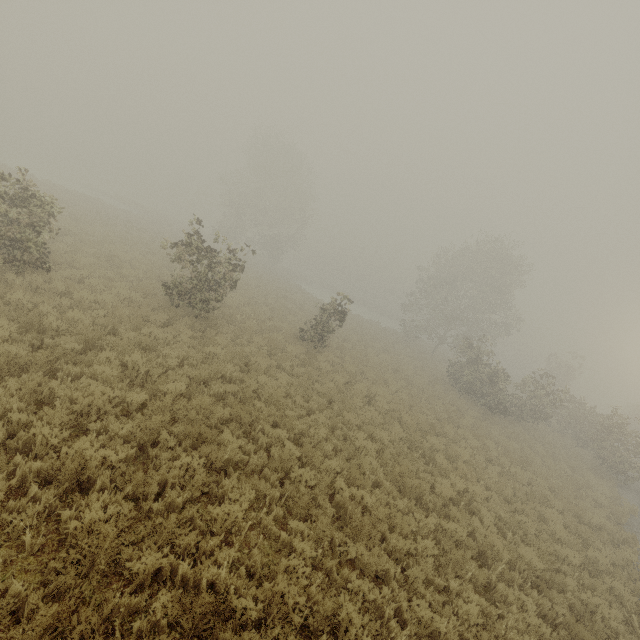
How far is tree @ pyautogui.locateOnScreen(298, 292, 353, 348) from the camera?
16.56m

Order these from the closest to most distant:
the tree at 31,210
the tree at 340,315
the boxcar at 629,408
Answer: the tree at 31,210, the tree at 340,315, the boxcar at 629,408

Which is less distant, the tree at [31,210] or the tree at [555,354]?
the tree at [31,210]

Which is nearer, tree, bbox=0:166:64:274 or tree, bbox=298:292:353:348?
tree, bbox=0:166:64:274

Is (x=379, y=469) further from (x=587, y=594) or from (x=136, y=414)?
(x=136, y=414)

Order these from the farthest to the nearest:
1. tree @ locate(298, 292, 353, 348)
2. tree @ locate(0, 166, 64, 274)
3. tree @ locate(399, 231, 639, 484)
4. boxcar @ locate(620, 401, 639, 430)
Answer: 1. boxcar @ locate(620, 401, 639, 430)
2. tree @ locate(399, 231, 639, 484)
3. tree @ locate(298, 292, 353, 348)
4. tree @ locate(0, 166, 64, 274)

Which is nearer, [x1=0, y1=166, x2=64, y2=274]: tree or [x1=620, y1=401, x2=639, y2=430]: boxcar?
[x1=0, y1=166, x2=64, y2=274]: tree
